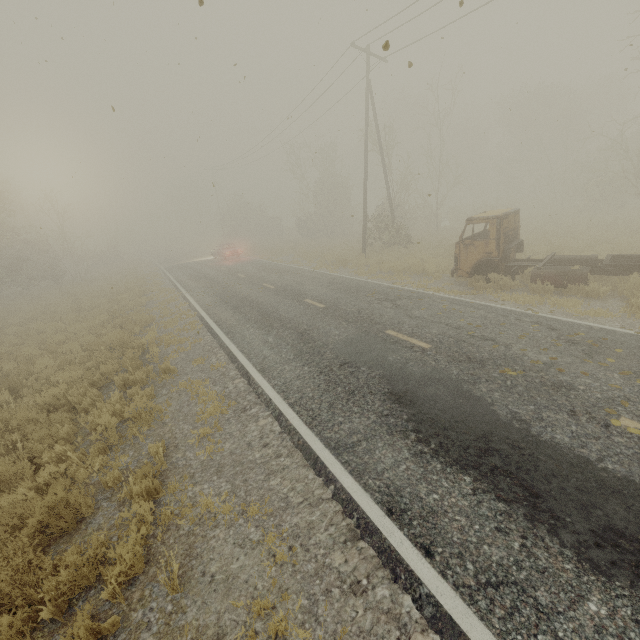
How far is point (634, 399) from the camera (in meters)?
4.89
